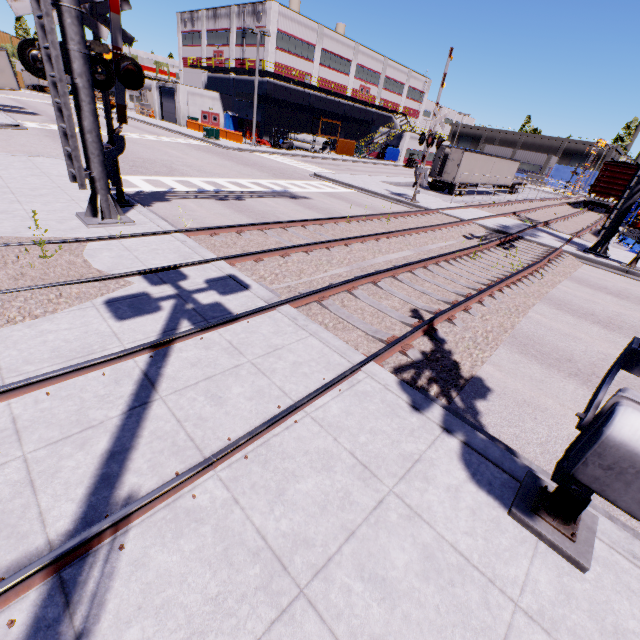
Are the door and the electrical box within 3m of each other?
no

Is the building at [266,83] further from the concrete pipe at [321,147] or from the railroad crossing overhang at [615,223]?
the railroad crossing overhang at [615,223]

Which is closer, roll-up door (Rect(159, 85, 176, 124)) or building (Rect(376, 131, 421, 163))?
roll-up door (Rect(159, 85, 176, 124))

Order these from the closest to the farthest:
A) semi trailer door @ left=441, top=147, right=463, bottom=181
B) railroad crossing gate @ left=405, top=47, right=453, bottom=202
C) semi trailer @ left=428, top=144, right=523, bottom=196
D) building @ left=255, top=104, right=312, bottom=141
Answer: railroad crossing gate @ left=405, top=47, right=453, bottom=202, semi trailer door @ left=441, top=147, right=463, bottom=181, semi trailer @ left=428, top=144, right=523, bottom=196, building @ left=255, top=104, right=312, bottom=141

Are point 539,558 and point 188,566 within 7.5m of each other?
yes

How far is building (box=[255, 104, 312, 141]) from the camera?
44.34m

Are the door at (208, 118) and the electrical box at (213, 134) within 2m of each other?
no

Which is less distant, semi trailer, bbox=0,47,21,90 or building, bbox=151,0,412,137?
semi trailer, bbox=0,47,21,90
